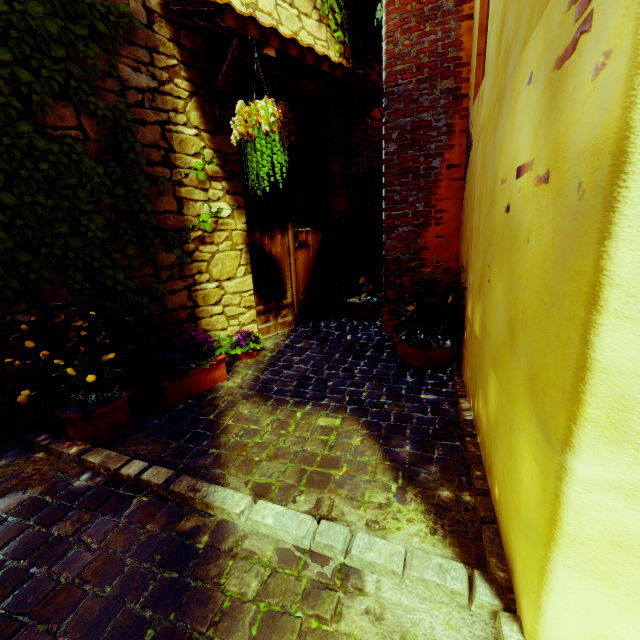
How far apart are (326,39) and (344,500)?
4.4m

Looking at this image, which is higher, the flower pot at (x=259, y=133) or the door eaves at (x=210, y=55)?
the door eaves at (x=210, y=55)

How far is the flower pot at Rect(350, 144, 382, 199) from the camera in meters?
3.6 m

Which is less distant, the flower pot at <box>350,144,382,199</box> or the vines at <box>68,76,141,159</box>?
the vines at <box>68,76,141,159</box>

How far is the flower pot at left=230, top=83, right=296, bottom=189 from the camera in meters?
2.2

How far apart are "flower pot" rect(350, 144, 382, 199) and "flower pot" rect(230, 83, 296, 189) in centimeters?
160cm

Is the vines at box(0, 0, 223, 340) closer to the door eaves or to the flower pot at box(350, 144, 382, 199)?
the door eaves

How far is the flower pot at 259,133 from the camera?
2.2 meters
